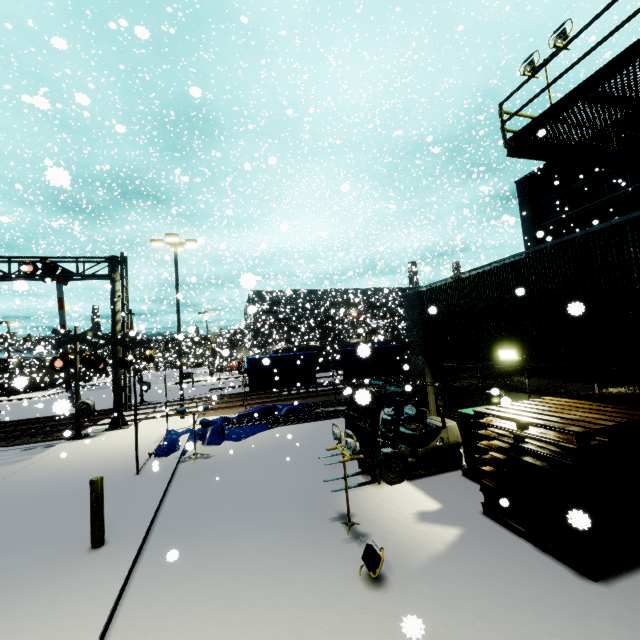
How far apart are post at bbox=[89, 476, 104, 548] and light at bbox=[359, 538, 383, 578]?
4.56m

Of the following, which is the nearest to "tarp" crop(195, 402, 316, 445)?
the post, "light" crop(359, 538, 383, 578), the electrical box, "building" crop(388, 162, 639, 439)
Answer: "building" crop(388, 162, 639, 439)

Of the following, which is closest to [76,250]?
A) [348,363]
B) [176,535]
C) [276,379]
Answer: [348,363]

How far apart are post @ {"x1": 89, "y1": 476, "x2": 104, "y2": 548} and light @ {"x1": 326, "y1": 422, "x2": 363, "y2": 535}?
4.16m

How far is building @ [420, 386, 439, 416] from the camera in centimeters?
1077cm

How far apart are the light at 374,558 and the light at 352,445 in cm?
99

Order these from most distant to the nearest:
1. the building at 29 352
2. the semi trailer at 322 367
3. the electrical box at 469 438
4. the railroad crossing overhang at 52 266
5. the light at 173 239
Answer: the semi trailer at 322 367 < the building at 29 352 < the light at 173 239 < the railroad crossing overhang at 52 266 < the electrical box at 469 438

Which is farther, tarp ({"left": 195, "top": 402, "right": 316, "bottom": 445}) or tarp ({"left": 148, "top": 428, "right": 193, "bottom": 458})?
tarp ({"left": 195, "top": 402, "right": 316, "bottom": 445})
